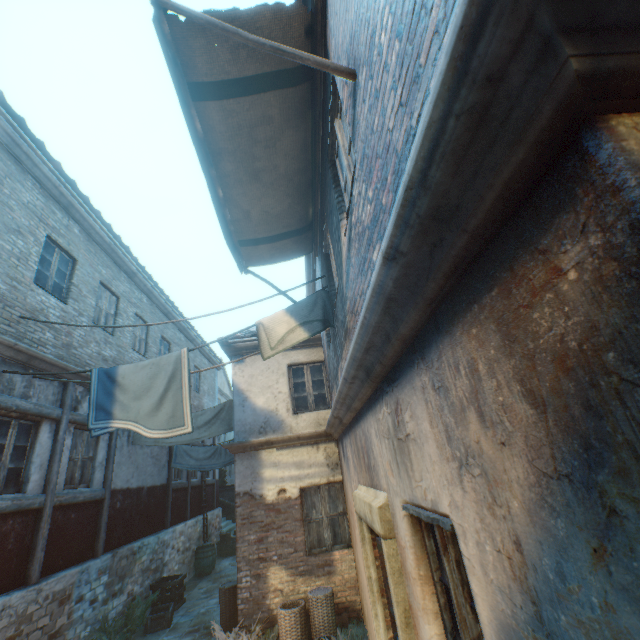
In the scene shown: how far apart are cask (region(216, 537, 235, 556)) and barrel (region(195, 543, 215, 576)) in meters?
2.5 m

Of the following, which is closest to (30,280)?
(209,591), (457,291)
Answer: (457,291)

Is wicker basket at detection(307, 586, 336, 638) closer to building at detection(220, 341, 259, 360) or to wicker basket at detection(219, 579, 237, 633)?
building at detection(220, 341, 259, 360)

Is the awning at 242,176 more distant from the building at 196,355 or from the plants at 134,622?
the plants at 134,622

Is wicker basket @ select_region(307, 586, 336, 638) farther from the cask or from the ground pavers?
the cask

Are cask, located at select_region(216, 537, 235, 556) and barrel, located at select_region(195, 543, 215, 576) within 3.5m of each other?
yes

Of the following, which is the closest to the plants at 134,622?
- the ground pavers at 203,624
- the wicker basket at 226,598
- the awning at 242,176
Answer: the ground pavers at 203,624

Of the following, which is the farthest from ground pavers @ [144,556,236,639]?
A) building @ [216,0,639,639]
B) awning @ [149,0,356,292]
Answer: awning @ [149,0,356,292]
